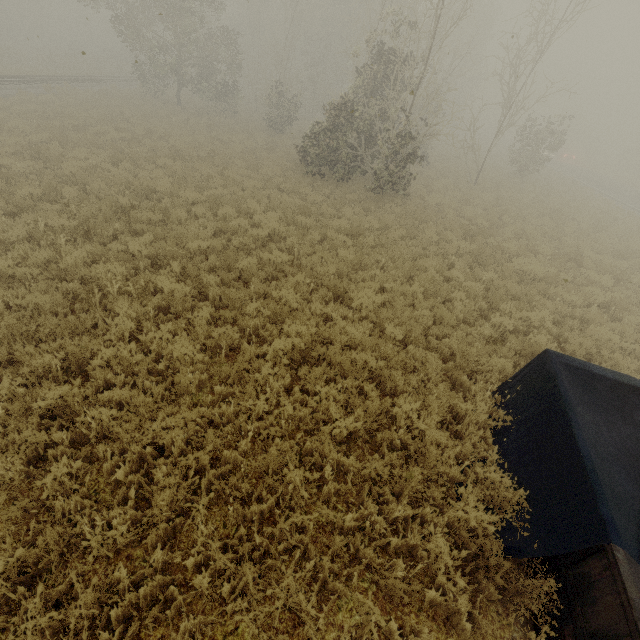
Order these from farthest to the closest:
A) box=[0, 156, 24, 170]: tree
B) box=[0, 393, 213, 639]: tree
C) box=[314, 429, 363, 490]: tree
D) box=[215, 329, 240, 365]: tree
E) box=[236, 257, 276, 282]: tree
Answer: box=[0, 156, 24, 170]: tree
box=[236, 257, 276, 282]: tree
box=[215, 329, 240, 365]: tree
box=[314, 429, 363, 490]: tree
box=[0, 393, 213, 639]: tree

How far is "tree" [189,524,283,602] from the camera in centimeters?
326cm

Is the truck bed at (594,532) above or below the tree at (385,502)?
above

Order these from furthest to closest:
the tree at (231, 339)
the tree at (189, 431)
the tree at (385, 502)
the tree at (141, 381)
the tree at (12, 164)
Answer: the tree at (12, 164)
the tree at (231, 339)
the tree at (141, 381)
the tree at (385, 502)
the tree at (189, 431)

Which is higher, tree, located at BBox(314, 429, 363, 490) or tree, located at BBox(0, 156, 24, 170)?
tree, located at BBox(0, 156, 24, 170)

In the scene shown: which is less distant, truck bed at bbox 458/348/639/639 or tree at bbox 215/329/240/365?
truck bed at bbox 458/348/639/639

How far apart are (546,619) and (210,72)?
34.8m
